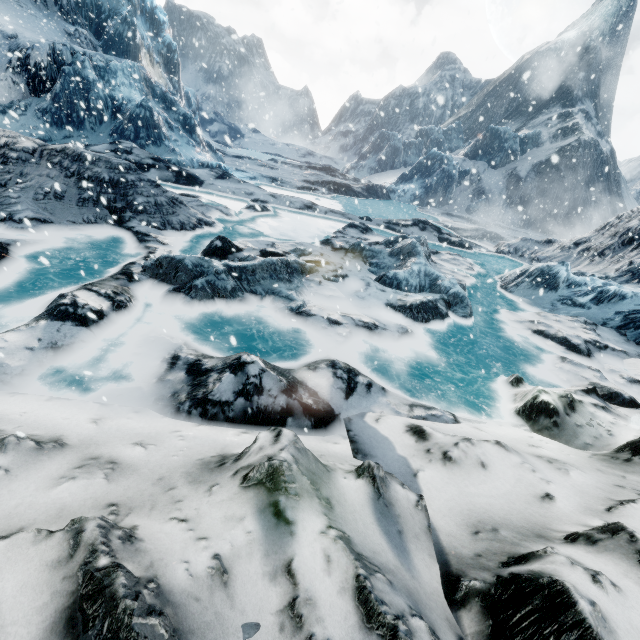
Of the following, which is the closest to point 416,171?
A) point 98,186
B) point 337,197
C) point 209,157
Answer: point 337,197
